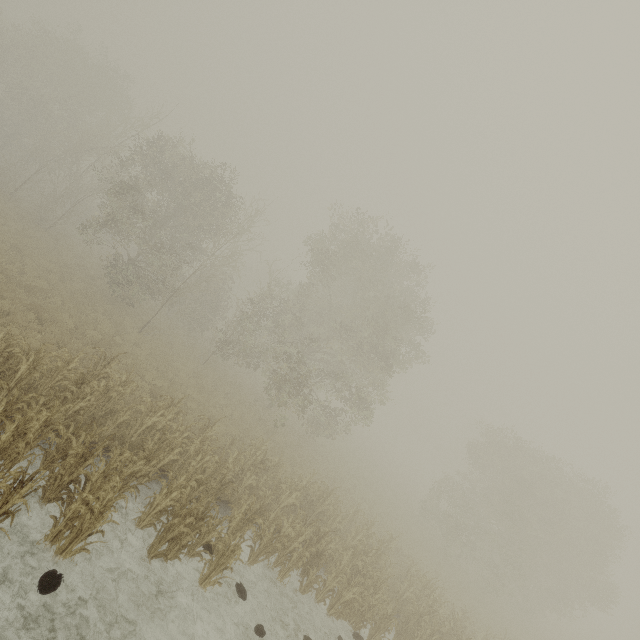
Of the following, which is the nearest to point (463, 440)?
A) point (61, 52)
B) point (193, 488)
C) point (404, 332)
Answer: point (404, 332)
